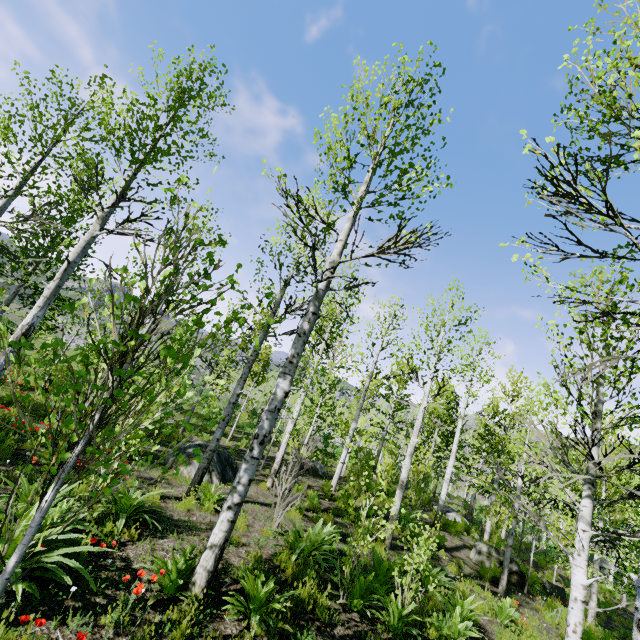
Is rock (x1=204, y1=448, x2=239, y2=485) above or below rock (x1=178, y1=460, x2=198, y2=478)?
above

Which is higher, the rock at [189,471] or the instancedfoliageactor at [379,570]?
the instancedfoliageactor at [379,570]

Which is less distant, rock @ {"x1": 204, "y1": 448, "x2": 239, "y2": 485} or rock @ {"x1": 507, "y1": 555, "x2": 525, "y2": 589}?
rock @ {"x1": 204, "y1": 448, "x2": 239, "y2": 485}

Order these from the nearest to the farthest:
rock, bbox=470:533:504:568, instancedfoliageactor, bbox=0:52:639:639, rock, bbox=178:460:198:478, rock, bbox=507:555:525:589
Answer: instancedfoliageactor, bbox=0:52:639:639 < rock, bbox=178:460:198:478 < rock, bbox=507:555:525:589 < rock, bbox=470:533:504:568

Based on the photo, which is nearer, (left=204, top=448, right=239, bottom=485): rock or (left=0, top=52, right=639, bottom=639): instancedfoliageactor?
(left=0, top=52, right=639, bottom=639): instancedfoliageactor

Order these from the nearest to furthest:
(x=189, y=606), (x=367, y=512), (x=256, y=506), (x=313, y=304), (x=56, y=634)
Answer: (x=56, y=634), (x=189, y=606), (x=313, y=304), (x=256, y=506), (x=367, y=512)

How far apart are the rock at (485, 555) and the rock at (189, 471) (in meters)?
9.34
